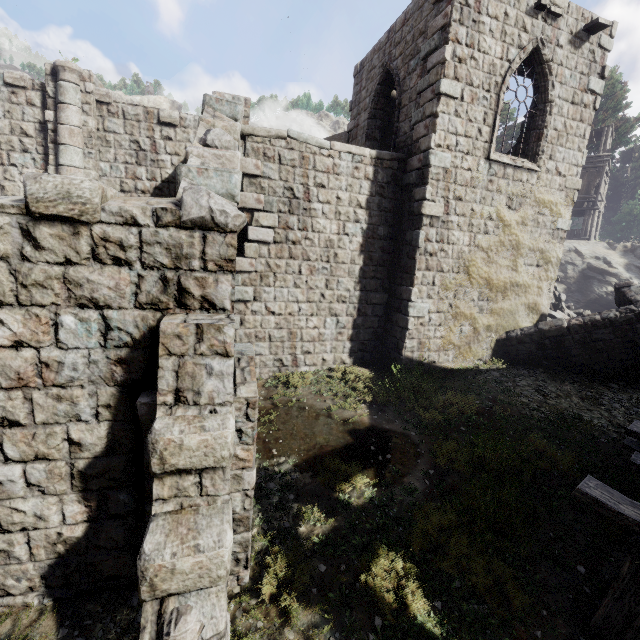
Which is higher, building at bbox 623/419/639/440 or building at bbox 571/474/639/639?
building at bbox 623/419/639/440

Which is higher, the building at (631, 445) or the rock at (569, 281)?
the rock at (569, 281)

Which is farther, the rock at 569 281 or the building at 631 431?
the rock at 569 281

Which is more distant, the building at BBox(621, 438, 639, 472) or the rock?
the rock

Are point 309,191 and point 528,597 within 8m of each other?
no

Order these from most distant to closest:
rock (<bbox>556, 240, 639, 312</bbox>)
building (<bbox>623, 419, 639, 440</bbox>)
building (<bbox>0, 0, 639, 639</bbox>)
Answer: rock (<bbox>556, 240, 639, 312</bbox>)
building (<bbox>623, 419, 639, 440</bbox>)
building (<bbox>0, 0, 639, 639</bbox>)

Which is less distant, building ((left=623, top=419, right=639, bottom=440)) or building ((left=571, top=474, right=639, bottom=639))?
building ((left=571, top=474, right=639, bottom=639))
